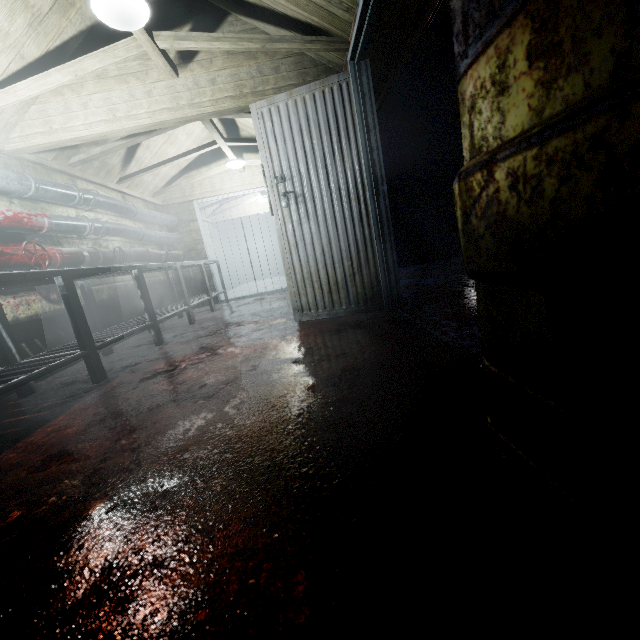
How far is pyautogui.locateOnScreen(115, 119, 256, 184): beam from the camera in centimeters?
398cm

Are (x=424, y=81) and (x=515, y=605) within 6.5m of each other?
no

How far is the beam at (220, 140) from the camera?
3.98m

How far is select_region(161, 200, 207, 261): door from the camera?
6.04m

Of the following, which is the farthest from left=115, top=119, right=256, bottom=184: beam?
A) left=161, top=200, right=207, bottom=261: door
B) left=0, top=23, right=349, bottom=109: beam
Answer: left=161, top=200, right=207, bottom=261: door

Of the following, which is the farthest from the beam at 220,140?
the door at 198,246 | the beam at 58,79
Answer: the door at 198,246

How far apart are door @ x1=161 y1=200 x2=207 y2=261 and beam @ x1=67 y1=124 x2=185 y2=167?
1.3m

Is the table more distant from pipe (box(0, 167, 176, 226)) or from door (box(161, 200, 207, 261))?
pipe (box(0, 167, 176, 226))
